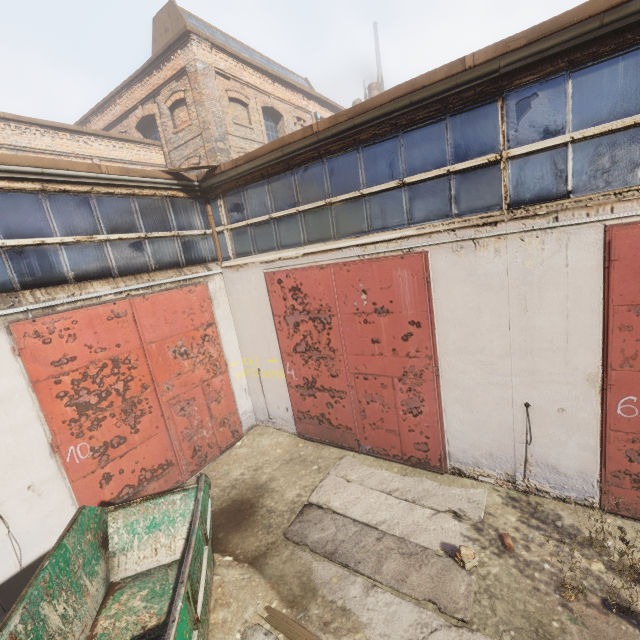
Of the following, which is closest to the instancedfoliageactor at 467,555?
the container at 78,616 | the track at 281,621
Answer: the track at 281,621

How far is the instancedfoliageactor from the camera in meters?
4.4 m

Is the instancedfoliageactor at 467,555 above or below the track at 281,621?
above

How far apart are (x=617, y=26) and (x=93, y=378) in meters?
9.0

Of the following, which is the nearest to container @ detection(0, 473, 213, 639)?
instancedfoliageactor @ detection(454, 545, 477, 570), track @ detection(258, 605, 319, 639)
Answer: track @ detection(258, 605, 319, 639)

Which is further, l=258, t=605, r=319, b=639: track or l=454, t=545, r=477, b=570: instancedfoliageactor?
l=454, t=545, r=477, b=570: instancedfoliageactor

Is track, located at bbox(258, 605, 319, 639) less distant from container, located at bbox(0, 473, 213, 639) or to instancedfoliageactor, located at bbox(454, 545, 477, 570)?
container, located at bbox(0, 473, 213, 639)
